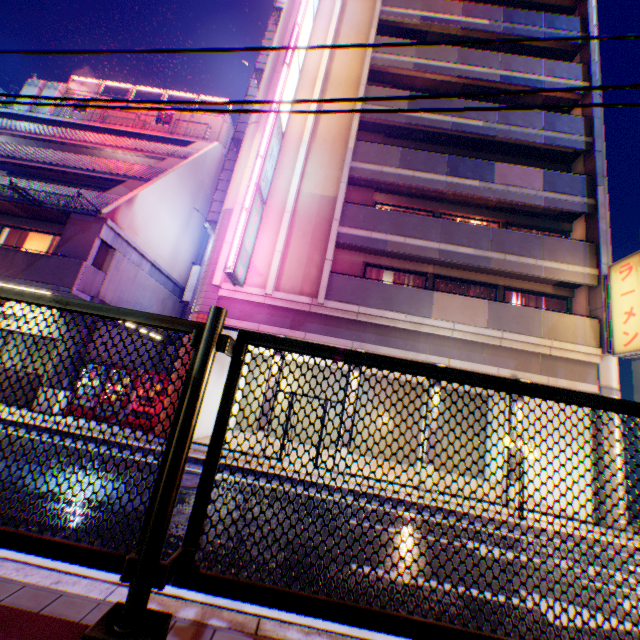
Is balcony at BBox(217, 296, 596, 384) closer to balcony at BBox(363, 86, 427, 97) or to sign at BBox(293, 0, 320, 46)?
sign at BBox(293, 0, 320, 46)

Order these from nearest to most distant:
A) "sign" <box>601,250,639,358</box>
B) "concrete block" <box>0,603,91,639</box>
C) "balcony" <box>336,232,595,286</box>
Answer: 1. "concrete block" <box>0,603,91,639</box>
2. "sign" <box>601,250,639,358</box>
3. "balcony" <box>336,232,595,286</box>

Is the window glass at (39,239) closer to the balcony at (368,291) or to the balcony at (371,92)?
the balcony at (368,291)

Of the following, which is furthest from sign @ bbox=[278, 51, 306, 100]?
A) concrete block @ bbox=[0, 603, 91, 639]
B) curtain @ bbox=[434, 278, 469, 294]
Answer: concrete block @ bbox=[0, 603, 91, 639]

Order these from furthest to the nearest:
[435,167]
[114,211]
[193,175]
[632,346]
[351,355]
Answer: [193,175], [435,167], [114,211], [632,346], [351,355]

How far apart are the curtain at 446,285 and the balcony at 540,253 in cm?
169

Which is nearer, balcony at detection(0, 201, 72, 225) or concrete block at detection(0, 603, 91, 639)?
concrete block at detection(0, 603, 91, 639)

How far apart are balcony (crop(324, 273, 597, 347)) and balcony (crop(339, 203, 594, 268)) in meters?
2.0 m
